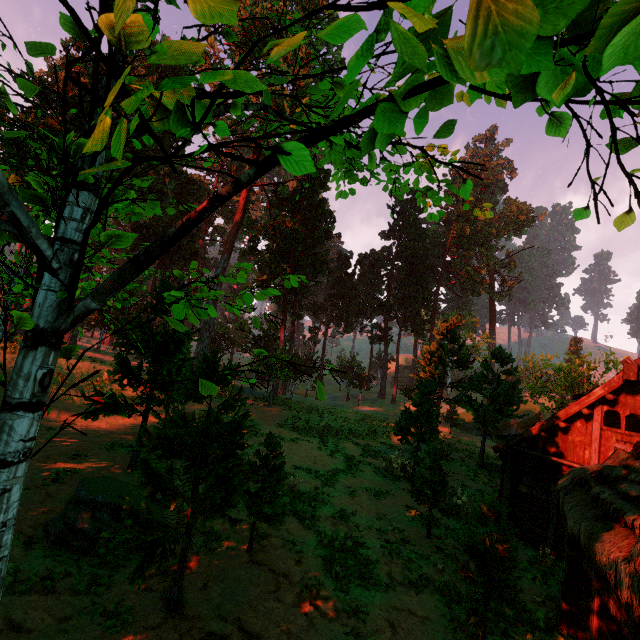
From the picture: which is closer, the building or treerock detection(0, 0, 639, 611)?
treerock detection(0, 0, 639, 611)

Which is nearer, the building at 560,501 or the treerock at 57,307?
the treerock at 57,307

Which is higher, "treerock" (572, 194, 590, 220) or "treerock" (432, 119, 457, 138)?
"treerock" (432, 119, 457, 138)

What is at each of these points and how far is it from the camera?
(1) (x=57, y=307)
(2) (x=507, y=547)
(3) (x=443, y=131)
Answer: (1) treerock, 3.4 meters
(2) treerock, 7.9 meters
(3) treerock, 3.5 meters

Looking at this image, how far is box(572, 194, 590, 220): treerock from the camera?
3.0 meters

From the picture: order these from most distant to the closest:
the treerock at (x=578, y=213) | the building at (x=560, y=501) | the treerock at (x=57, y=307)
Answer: the building at (x=560, y=501)
the treerock at (x=578, y=213)
the treerock at (x=57, y=307)
